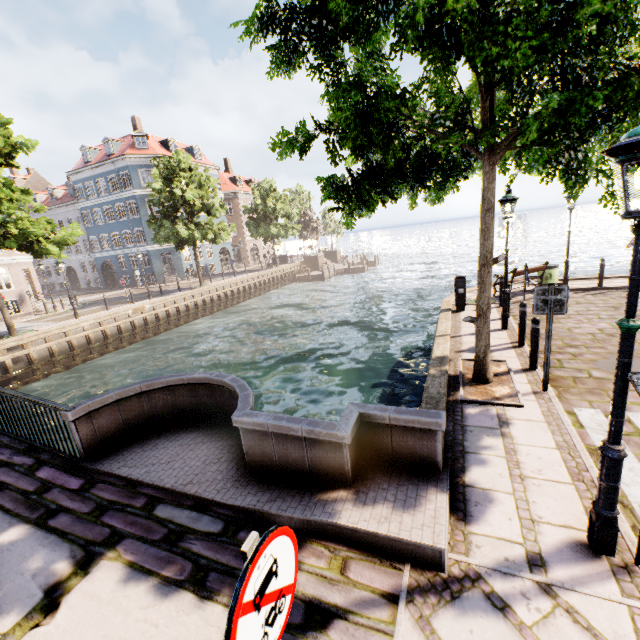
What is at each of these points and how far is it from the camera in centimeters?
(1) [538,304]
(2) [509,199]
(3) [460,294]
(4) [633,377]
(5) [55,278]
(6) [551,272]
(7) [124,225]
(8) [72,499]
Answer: (1) sign, 555cm
(2) street light, 818cm
(3) electrical box, 1140cm
(4) sign, 256cm
(5) building, 4547cm
(6) trash bin, 1266cm
(7) building, 3722cm
(8) bridge, 459cm

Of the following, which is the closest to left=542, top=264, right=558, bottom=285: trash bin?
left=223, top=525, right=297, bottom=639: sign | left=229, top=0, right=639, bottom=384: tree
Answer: left=229, top=0, right=639, bottom=384: tree

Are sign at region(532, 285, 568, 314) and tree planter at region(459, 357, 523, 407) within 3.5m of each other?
yes

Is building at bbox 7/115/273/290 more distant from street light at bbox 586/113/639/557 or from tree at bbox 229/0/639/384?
street light at bbox 586/113/639/557

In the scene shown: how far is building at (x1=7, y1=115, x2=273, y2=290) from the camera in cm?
3559

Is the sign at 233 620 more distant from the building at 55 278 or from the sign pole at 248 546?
the building at 55 278

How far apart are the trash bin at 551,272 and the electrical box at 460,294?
4.0 meters

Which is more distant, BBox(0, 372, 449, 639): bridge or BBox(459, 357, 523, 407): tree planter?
BBox(459, 357, 523, 407): tree planter
